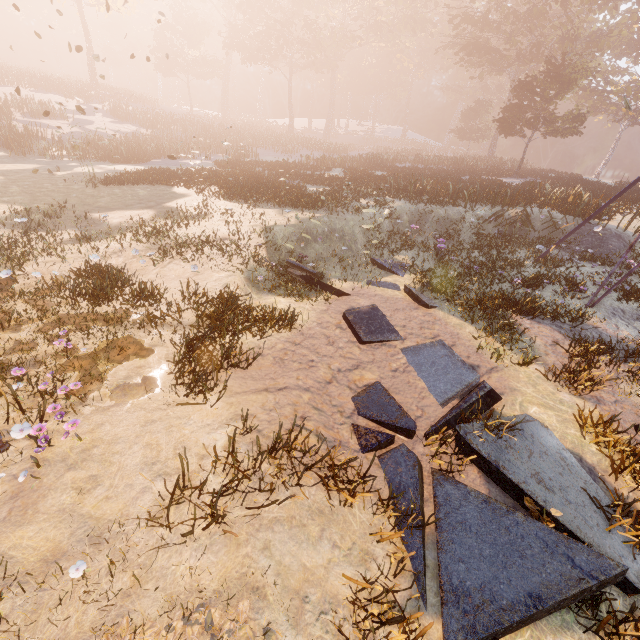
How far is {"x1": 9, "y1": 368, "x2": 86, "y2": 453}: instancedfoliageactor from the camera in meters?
3.9

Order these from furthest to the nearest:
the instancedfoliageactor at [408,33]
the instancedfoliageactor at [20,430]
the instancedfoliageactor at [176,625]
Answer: the instancedfoliageactor at [408,33]
the instancedfoliageactor at [20,430]
the instancedfoliageactor at [176,625]

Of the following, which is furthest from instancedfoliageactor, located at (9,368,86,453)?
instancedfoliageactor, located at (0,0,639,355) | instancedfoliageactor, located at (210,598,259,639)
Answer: instancedfoliageactor, located at (0,0,639,355)

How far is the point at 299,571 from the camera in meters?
3.2

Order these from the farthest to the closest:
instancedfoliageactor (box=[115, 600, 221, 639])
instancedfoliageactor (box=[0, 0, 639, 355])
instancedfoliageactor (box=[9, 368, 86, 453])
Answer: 1. instancedfoliageactor (box=[0, 0, 639, 355])
2. instancedfoliageactor (box=[9, 368, 86, 453])
3. instancedfoliageactor (box=[115, 600, 221, 639])

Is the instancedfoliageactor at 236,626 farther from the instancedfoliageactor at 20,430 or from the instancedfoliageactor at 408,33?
the instancedfoliageactor at 408,33

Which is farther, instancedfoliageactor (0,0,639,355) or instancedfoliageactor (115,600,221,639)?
instancedfoliageactor (0,0,639,355)
